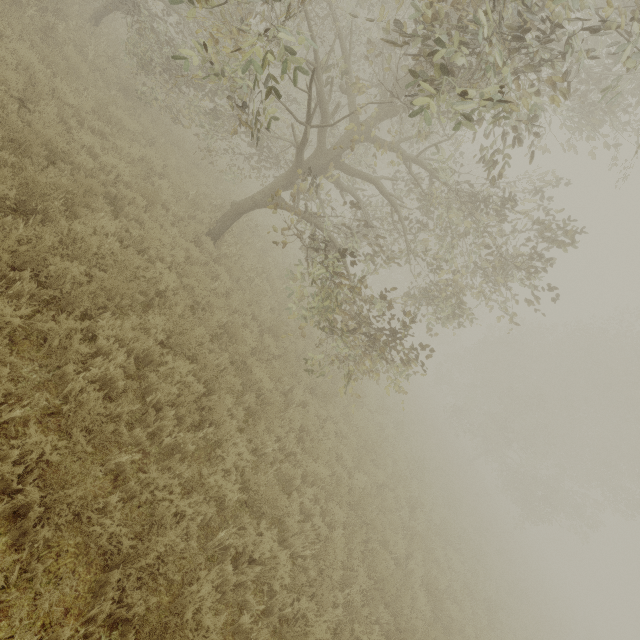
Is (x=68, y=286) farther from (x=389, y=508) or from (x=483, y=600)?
(x=483, y=600)
